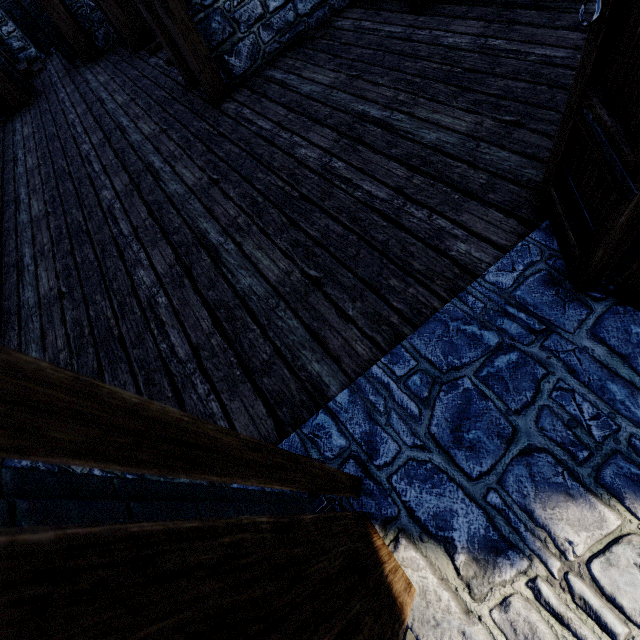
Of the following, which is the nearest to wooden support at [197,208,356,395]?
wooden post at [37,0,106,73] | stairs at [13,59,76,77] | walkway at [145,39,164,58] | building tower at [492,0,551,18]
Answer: building tower at [492,0,551,18]

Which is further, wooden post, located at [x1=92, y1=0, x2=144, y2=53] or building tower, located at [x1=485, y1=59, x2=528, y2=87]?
wooden post, located at [x1=92, y1=0, x2=144, y2=53]

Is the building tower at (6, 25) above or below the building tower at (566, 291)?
above

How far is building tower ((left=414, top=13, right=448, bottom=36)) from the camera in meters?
3.6 m

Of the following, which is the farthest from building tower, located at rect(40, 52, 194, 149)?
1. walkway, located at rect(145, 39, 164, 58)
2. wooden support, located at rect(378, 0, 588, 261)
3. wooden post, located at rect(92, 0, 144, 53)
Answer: walkway, located at rect(145, 39, 164, 58)

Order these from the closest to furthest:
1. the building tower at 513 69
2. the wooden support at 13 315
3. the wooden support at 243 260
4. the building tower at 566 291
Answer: the building tower at 566 291 → the wooden support at 243 260 → the building tower at 513 69 → the wooden support at 13 315

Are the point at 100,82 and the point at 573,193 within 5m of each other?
no

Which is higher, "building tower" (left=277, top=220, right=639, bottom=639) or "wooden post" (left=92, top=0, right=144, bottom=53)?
"wooden post" (left=92, top=0, right=144, bottom=53)
